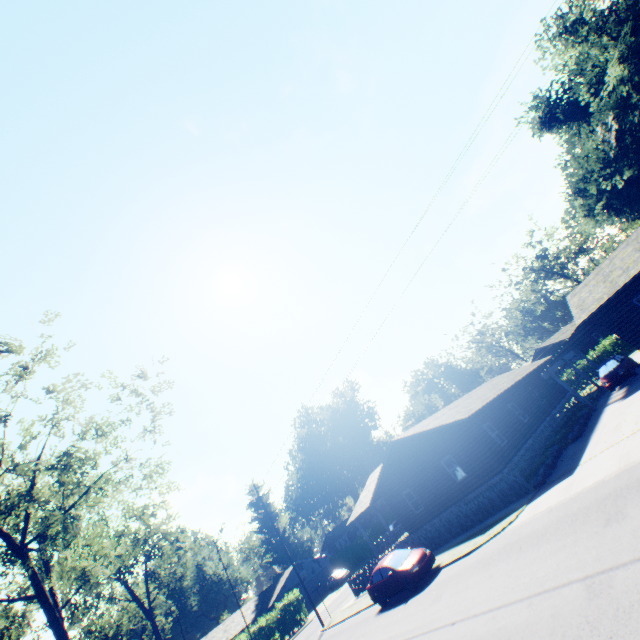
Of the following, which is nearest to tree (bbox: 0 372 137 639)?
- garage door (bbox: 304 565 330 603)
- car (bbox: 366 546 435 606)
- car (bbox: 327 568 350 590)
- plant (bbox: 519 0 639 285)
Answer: car (bbox: 366 546 435 606)

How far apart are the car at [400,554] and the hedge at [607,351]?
32.02m

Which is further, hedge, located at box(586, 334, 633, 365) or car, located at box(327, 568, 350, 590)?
car, located at box(327, 568, 350, 590)

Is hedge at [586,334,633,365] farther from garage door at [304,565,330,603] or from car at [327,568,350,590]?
garage door at [304,565,330,603]

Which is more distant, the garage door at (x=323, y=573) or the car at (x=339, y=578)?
the garage door at (x=323, y=573)

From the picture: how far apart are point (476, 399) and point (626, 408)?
9.8m

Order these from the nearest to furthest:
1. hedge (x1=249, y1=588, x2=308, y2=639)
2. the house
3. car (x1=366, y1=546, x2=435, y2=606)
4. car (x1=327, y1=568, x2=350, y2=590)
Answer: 1. car (x1=366, y1=546, x2=435, y2=606)
2. the house
3. hedge (x1=249, y1=588, x2=308, y2=639)
4. car (x1=327, y1=568, x2=350, y2=590)

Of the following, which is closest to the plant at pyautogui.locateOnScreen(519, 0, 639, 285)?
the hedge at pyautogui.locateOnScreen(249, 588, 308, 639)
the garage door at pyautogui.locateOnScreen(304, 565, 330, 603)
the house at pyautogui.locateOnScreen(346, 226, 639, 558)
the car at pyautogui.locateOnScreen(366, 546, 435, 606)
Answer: the house at pyautogui.locateOnScreen(346, 226, 639, 558)
